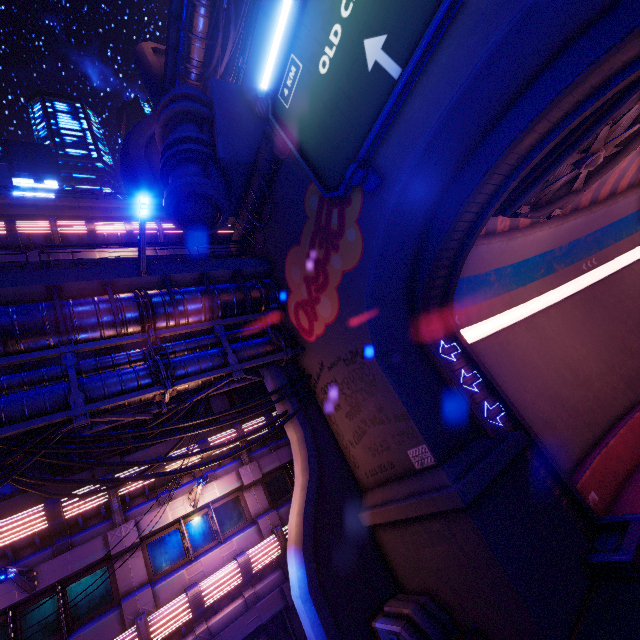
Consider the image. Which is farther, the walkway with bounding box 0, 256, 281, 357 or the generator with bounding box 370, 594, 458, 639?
the walkway with bounding box 0, 256, 281, 357

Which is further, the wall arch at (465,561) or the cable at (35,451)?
the cable at (35,451)

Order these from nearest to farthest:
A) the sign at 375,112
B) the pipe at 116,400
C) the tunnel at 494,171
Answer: the sign at 375,112
the tunnel at 494,171
the pipe at 116,400

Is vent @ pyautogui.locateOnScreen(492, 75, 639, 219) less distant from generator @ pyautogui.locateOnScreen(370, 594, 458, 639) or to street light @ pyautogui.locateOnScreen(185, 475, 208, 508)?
generator @ pyautogui.locateOnScreen(370, 594, 458, 639)

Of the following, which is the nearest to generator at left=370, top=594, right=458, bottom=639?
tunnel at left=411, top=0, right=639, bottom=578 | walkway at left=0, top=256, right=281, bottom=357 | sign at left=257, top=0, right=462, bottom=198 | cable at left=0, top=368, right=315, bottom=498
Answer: tunnel at left=411, top=0, right=639, bottom=578

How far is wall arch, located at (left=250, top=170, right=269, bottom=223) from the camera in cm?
1475

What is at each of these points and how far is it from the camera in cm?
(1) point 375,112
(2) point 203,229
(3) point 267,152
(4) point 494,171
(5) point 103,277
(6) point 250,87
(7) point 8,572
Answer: (1) sign, 879
(2) building, 1423
(3) wall arch, 1367
(4) tunnel, 995
(5) walkway, 1148
(6) walkway, 1712
(7) street light, 791

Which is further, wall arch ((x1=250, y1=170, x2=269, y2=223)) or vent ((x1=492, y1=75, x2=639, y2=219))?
wall arch ((x1=250, y1=170, x2=269, y2=223))
